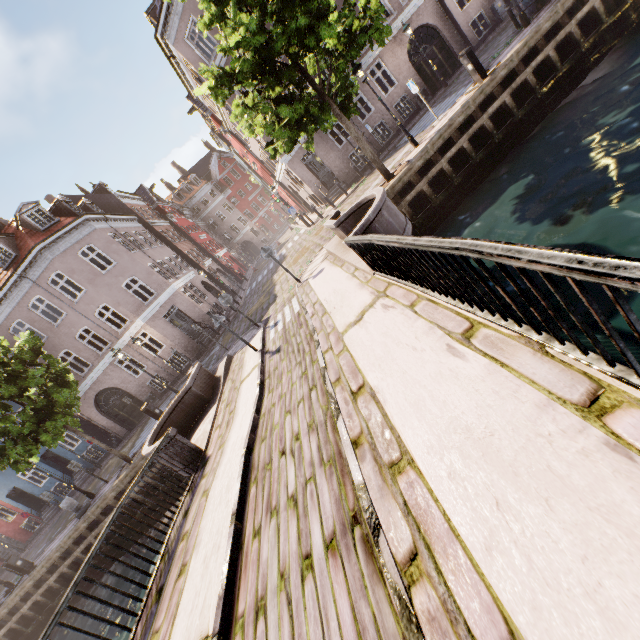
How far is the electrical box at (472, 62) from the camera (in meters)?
11.12

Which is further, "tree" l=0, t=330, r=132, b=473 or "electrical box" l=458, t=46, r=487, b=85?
"tree" l=0, t=330, r=132, b=473

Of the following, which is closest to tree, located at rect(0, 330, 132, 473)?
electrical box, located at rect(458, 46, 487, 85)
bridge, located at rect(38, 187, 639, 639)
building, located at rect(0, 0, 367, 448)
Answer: bridge, located at rect(38, 187, 639, 639)

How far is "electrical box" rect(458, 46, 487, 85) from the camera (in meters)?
11.12

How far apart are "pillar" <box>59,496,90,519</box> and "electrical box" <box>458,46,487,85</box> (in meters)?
24.19

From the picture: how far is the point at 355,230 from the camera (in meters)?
6.72

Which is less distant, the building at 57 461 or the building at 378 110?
the building at 378 110

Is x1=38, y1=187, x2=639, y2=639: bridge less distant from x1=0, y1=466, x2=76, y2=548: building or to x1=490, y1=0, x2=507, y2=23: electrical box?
x1=0, y1=466, x2=76, y2=548: building
